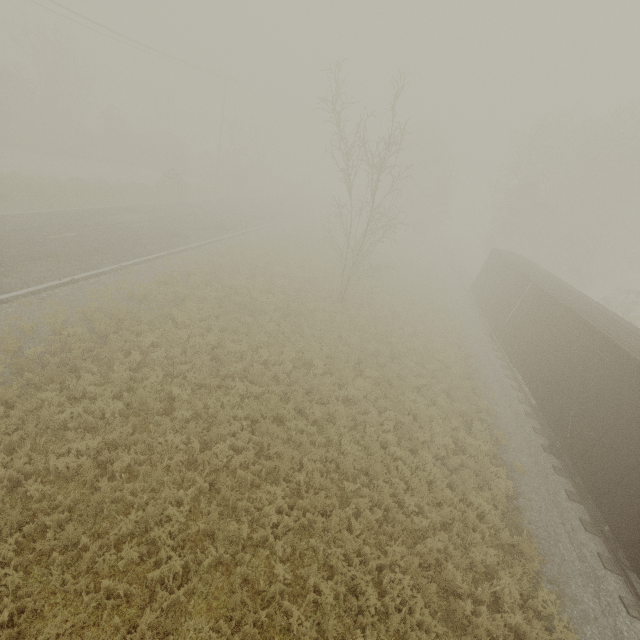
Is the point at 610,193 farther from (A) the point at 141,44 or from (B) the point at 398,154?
(A) the point at 141,44

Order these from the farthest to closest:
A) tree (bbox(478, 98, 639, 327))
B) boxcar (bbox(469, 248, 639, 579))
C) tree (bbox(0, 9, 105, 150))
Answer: tree (bbox(0, 9, 105, 150)), tree (bbox(478, 98, 639, 327)), boxcar (bbox(469, 248, 639, 579))

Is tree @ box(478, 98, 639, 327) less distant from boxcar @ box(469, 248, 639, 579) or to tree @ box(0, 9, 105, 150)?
boxcar @ box(469, 248, 639, 579)

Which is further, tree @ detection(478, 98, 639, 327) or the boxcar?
tree @ detection(478, 98, 639, 327)

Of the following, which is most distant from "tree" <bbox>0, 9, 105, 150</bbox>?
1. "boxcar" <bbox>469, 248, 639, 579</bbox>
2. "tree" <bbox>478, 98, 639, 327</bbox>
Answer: "tree" <bbox>478, 98, 639, 327</bbox>

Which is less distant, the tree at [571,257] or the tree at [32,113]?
the tree at [571,257]

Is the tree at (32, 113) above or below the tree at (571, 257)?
below

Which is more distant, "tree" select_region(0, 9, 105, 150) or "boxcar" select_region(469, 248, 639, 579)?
"tree" select_region(0, 9, 105, 150)
